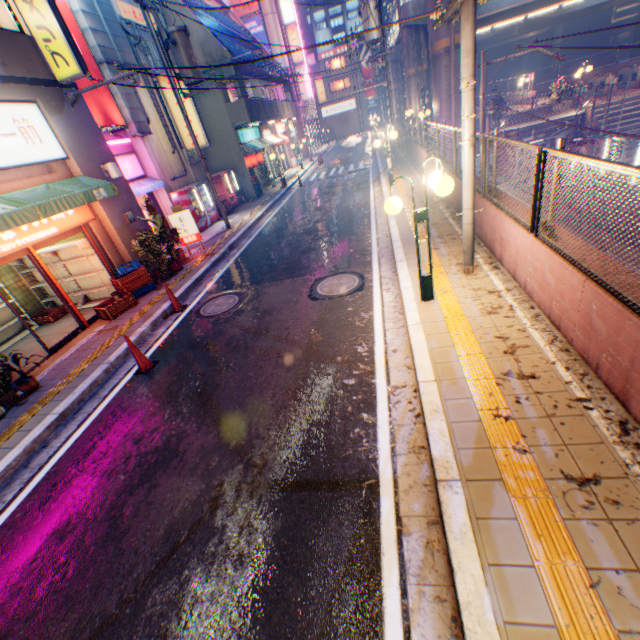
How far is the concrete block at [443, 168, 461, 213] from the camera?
8.7m

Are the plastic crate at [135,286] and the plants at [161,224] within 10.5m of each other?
yes

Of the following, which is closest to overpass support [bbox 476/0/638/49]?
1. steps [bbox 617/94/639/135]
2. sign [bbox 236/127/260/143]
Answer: sign [bbox 236/127/260/143]

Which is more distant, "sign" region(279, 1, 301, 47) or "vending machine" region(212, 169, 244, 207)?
"sign" region(279, 1, 301, 47)

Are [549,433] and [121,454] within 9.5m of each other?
yes

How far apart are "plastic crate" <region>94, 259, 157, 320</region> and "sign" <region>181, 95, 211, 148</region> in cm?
950

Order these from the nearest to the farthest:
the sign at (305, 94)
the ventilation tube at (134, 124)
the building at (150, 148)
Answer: the ventilation tube at (134, 124)
the building at (150, 148)
the sign at (305, 94)

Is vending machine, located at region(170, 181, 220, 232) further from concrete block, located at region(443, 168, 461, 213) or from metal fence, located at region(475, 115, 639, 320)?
concrete block, located at region(443, 168, 461, 213)
